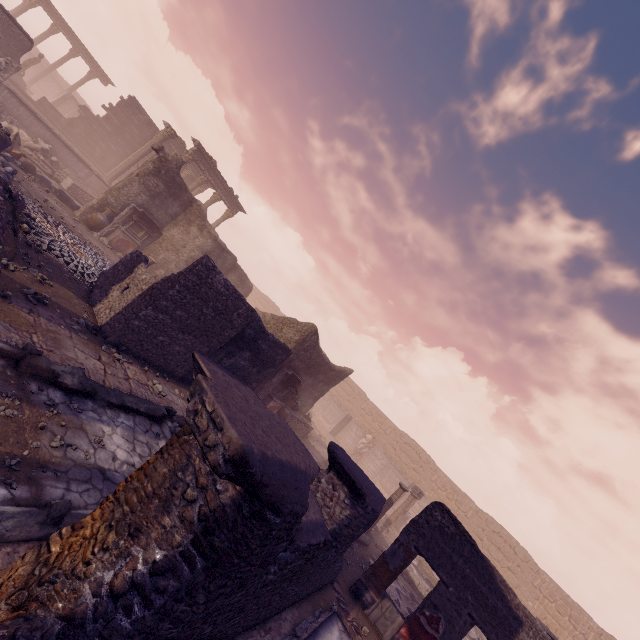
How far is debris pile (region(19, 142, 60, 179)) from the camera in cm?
1535

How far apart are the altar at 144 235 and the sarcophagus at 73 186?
4.9 meters

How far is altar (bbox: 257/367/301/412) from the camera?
13.0m

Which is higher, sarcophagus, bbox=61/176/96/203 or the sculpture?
sarcophagus, bbox=61/176/96/203

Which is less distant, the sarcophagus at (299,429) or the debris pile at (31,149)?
the sarcophagus at (299,429)

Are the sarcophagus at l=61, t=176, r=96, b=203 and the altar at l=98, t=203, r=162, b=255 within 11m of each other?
yes

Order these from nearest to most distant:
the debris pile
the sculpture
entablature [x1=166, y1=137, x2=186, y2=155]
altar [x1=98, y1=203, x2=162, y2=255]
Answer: the sculpture → altar [x1=98, y1=203, x2=162, y2=255] → the debris pile → entablature [x1=166, y1=137, x2=186, y2=155]

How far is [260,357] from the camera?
10.5 meters
